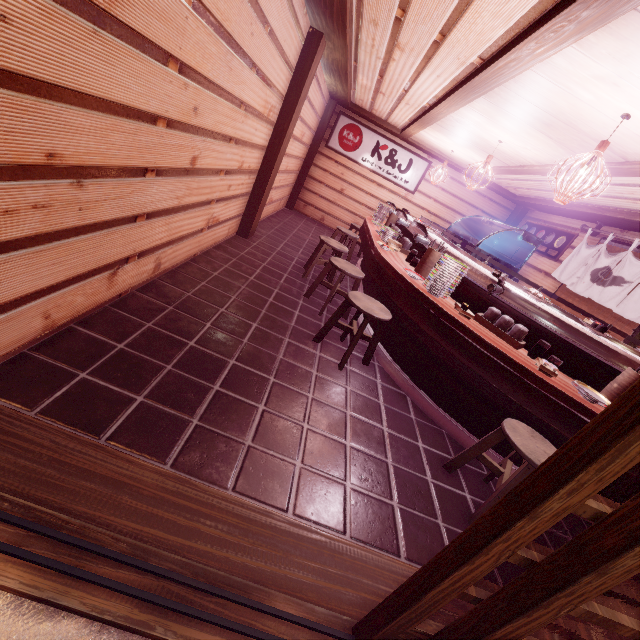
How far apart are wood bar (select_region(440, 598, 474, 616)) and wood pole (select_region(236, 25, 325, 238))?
7.4 meters

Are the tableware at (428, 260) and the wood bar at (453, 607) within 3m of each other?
no

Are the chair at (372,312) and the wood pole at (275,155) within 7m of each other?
yes

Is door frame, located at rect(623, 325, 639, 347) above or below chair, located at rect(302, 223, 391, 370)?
above

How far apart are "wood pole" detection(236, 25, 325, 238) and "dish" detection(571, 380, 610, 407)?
8.0 meters

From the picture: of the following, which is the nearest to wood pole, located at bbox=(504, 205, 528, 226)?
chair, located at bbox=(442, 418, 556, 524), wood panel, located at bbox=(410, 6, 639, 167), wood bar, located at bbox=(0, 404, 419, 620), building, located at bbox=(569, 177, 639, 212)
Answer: building, located at bbox=(569, 177, 639, 212)

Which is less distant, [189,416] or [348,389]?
[189,416]

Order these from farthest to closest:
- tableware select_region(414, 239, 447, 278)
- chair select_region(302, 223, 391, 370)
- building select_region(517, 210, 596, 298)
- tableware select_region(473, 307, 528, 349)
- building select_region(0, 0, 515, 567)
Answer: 1. building select_region(517, 210, 596, 298)
2. tableware select_region(414, 239, 447, 278)
3. chair select_region(302, 223, 391, 370)
4. tableware select_region(473, 307, 528, 349)
5. building select_region(0, 0, 515, 567)
